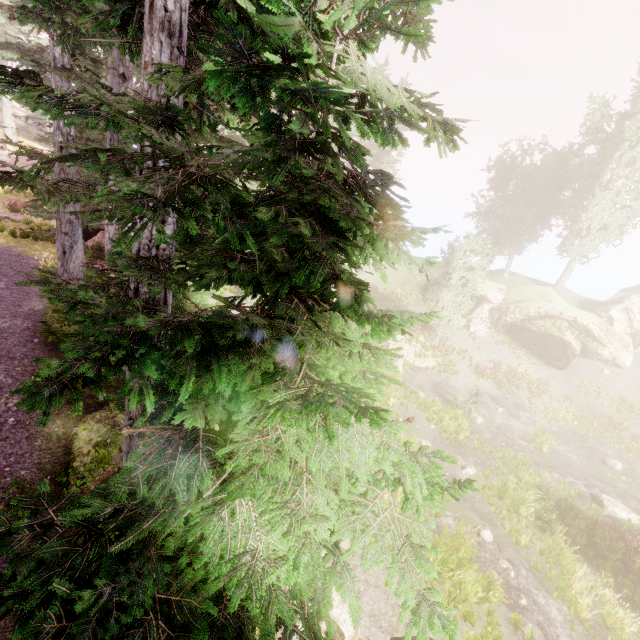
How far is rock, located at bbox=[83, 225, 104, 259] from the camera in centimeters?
1399cm

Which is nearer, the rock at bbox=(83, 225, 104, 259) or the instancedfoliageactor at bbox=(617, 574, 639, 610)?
the instancedfoliageactor at bbox=(617, 574, 639, 610)

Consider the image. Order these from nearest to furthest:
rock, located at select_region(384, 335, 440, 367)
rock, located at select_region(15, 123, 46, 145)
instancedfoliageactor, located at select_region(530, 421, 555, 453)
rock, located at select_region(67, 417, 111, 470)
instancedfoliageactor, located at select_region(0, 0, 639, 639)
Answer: instancedfoliageactor, located at select_region(0, 0, 639, 639) < rock, located at select_region(67, 417, 111, 470) < instancedfoliageactor, located at select_region(530, 421, 555, 453) < rock, located at select_region(384, 335, 440, 367) < rock, located at select_region(15, 123, 46, 145)

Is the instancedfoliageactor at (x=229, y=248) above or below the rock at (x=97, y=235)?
above

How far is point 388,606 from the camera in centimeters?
849cm

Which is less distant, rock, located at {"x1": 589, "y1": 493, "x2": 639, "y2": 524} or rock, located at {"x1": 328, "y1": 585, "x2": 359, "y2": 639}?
rock, located at {"x1": 328, "y1": 585, "x2": 359, "y2": 639}

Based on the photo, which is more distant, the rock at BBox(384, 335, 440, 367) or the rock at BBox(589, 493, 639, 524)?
the rock at BBox(384, 335, 440, 367)

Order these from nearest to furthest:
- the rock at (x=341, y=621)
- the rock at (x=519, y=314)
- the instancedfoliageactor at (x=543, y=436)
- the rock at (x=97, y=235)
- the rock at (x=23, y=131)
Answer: the rock at (x=341, y=621)
the rock at (x=97, y=235)
the instancedfoliageactor at (x=543, y=436)
the rock at (x=519, y=314)
the rock at (x=23, y=131)
